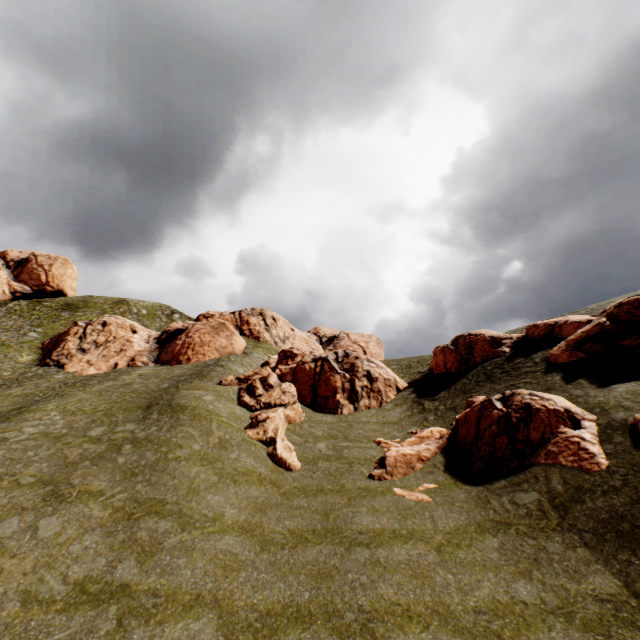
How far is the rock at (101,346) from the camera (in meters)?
22.47

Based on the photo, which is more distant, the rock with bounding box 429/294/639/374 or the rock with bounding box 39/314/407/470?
the rock with bounding box 39/314/407/470

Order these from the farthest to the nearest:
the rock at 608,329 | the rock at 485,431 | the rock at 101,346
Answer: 1. the rock at 101,346
2. the rock at 608,329
3. the rock at 485,431

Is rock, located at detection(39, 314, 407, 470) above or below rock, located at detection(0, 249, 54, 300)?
below

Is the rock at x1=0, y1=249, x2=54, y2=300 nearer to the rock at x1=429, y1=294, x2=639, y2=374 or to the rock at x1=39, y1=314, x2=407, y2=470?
the rock at x1=429, y1=294, x2=639, y2=374

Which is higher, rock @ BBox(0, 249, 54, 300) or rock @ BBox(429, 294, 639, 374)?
rock @ BBox(0, 249, 54, 300)

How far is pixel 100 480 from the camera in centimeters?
1406cm
